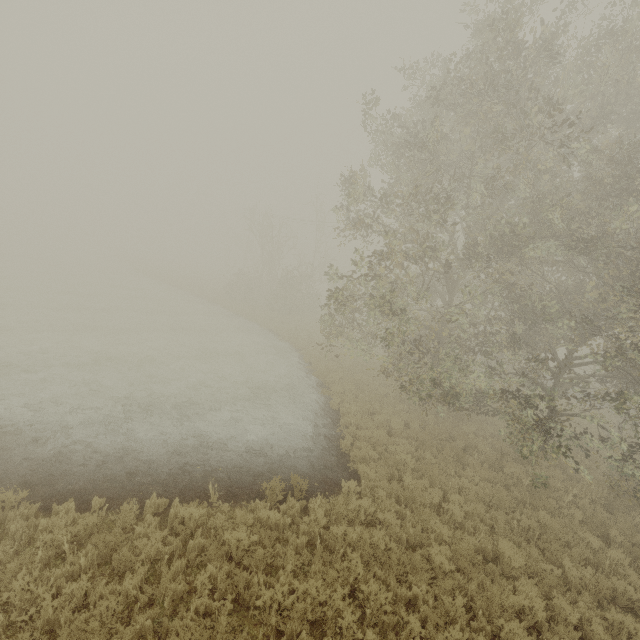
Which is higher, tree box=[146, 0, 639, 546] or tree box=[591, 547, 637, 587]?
tree box=[146, 0, 639, 546]

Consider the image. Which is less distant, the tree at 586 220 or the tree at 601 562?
the tree at 601 562

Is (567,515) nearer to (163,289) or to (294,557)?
(294,557)

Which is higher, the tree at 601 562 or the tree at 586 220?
the tree at 586 220

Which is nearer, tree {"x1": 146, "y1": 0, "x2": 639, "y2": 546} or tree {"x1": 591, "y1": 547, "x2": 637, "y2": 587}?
tree {"x1": 591, "y1": 547, "x2": 637, "y2": 587}
